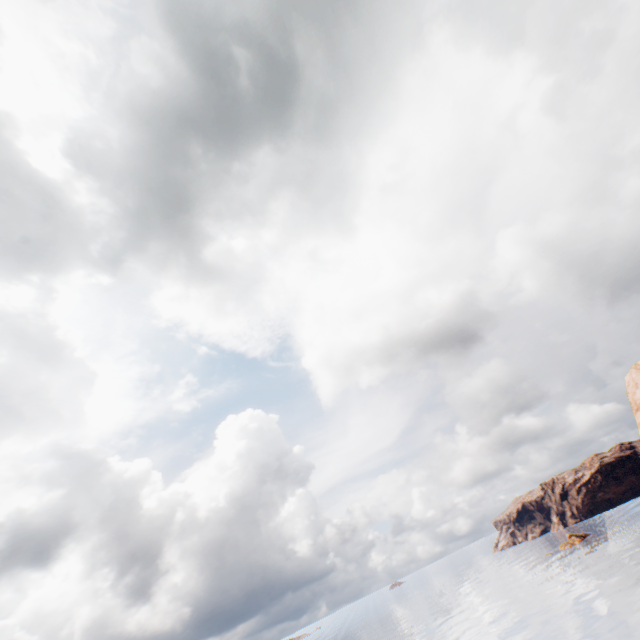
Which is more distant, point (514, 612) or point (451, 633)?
point (451, 633)
